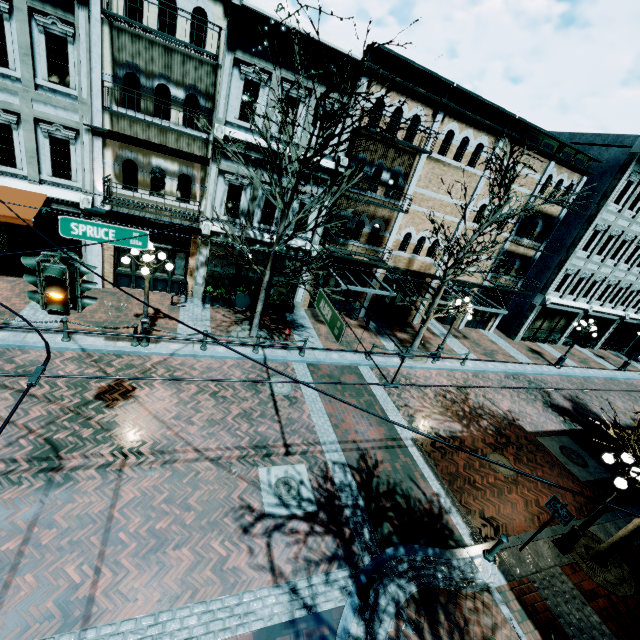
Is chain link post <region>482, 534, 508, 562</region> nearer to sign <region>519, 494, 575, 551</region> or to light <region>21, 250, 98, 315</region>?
sign <region>519, 494, 575, 551</region>

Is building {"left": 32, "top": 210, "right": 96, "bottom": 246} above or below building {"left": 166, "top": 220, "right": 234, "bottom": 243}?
below

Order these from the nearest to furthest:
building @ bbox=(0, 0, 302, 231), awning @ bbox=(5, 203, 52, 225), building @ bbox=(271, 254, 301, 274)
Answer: building @ bbox=(0, 0, 302, 231) → awning @ bbox=(5, 203, 52, 225) → building @ bbox=(271, 254, 301, 274)

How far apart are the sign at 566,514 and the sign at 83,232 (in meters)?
11.71

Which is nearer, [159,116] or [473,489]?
[473,489]

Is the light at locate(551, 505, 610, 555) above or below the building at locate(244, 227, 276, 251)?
below

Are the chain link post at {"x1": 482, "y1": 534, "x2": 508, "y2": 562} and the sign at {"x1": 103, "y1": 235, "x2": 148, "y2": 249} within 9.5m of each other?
no

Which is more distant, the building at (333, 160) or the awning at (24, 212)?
the building at (333, 160)
